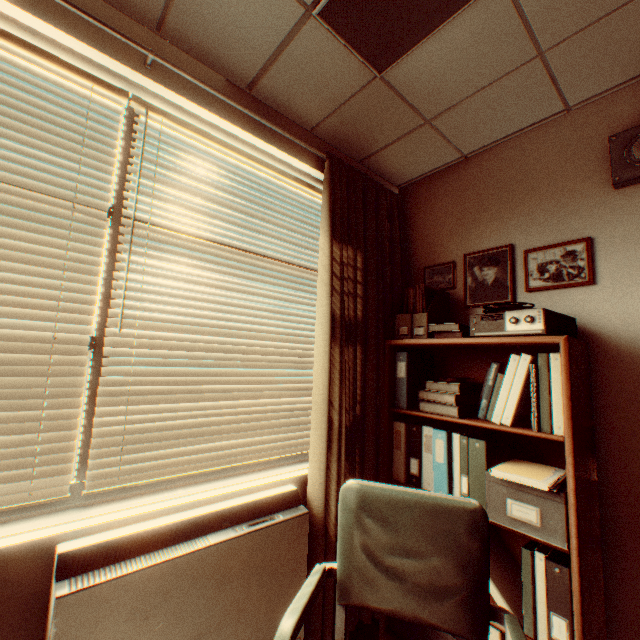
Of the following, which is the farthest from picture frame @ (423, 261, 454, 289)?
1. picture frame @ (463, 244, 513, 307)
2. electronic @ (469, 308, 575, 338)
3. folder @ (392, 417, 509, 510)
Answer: folder @ (392, 417, 509, 510)

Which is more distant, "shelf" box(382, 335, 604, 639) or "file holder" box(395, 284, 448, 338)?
"file holder" box(395, 284, 448, 338)

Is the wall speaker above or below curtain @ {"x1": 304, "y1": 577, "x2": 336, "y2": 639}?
above

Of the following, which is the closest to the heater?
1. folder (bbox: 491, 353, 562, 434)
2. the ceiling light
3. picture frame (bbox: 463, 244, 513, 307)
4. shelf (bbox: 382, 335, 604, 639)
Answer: shelf (bbox: 382, 335, 604, 639)

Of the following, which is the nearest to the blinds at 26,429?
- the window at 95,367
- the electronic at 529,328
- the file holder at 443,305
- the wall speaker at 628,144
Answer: the window at 95,367

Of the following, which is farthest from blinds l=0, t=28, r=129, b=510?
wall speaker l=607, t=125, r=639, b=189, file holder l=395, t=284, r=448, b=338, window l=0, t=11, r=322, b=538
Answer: wall speaker l=607, t=125, r=639, b=189

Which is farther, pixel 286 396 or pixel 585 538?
pixel 286 396

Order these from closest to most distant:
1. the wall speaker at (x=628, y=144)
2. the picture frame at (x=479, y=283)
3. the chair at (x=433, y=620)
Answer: the chair at (x=433, y=620)
the wall speaker at (x=628, y=144)
the picture frame at (x=479, y=283)
